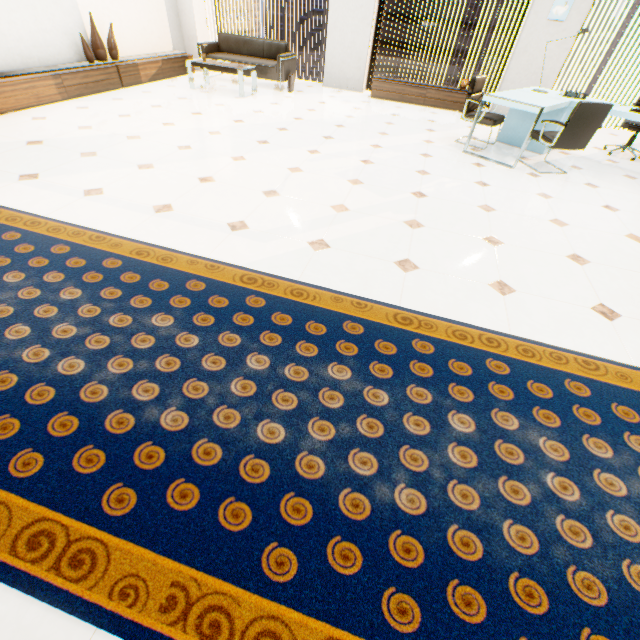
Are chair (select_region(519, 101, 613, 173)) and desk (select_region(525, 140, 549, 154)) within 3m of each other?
yes

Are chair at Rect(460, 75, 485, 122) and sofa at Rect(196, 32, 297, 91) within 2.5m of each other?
no

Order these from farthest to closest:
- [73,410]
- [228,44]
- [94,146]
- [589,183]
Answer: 1. [228,44]
2. [589,183]
3. [94,146]
4. [73,410]

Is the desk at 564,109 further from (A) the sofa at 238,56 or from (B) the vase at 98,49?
(B) the vase at 98,49

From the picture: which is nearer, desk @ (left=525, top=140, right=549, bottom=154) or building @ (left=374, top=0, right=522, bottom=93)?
desk @ (left=525, top=140, right=549, bottom=154)

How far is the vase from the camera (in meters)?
5.38

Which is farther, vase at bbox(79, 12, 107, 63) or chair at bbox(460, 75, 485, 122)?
vase at bbox(79, 12, 107, 63)

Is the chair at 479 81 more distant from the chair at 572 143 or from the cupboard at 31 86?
the cupboard at 31 86
